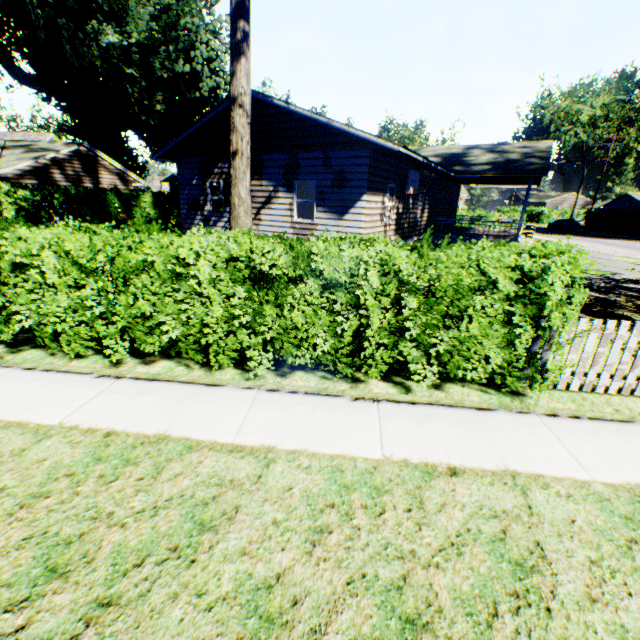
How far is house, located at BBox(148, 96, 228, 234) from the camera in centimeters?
1377cm

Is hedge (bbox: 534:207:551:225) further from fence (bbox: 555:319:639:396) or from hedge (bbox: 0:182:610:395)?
hedge (bbox: 0:182:610:395)

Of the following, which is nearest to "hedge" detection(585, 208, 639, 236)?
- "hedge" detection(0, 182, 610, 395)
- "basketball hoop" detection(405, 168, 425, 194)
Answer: "basketball hoop" detection(405, 168, 425, 194)

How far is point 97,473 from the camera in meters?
3.3 m

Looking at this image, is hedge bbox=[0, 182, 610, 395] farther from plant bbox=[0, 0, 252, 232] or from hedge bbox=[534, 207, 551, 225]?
hedge bbox=[534, 207, 551, 225]

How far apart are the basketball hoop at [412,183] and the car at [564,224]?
41.7m

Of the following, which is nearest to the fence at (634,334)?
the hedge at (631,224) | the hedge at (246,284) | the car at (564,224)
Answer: the hedge at (246,284)

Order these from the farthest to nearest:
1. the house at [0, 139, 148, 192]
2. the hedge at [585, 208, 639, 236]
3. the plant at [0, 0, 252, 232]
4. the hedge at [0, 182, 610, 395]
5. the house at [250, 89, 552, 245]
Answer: the hedge at [585, 208, 639, 236] → the house at [0, 139, 148, 192] → the house at [250, 89, 552, 245] → the plant at [0, 0, 252, 232] → the hedge at [0, 182, 610, 395]
